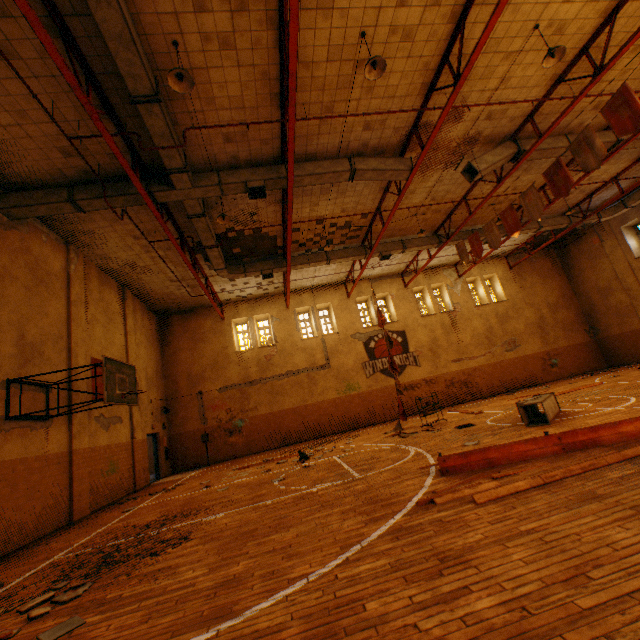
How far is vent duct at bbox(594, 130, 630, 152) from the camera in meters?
11.5

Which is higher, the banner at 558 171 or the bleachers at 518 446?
the banner at 558 171

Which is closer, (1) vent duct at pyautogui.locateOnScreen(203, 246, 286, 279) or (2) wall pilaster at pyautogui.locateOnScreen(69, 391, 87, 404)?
(2) wall pilaster at pyautogui.locateOnScreen(69, 391, 87, 404)

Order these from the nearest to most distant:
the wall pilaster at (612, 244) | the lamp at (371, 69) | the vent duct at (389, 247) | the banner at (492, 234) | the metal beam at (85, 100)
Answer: the metal beam at (85, 100) < the lamp at (371, 69) < the banner at (492, 234) < the vent duct at (389, 247) < the wall pilaster at (612, 244)

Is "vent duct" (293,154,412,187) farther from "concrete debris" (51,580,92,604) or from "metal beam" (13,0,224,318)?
"concrete debris" (51,580,92,604)

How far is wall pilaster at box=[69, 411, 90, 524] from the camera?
9.2 meters

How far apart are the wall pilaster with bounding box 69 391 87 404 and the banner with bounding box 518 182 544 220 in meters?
15.7 m

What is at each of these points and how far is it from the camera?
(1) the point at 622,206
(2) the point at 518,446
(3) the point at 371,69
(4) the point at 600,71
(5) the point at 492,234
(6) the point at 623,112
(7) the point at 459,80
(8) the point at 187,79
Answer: (1) vent duct, 17.67m
(2) bleachers, 5.43m
(3) lamp, 6.81m
(4) metal beam, 8.16m
(5) banner, 12.83m
(6) banner, 7.83m
(7) metal beam, 7.41m
(8) lamp, 6.19m
